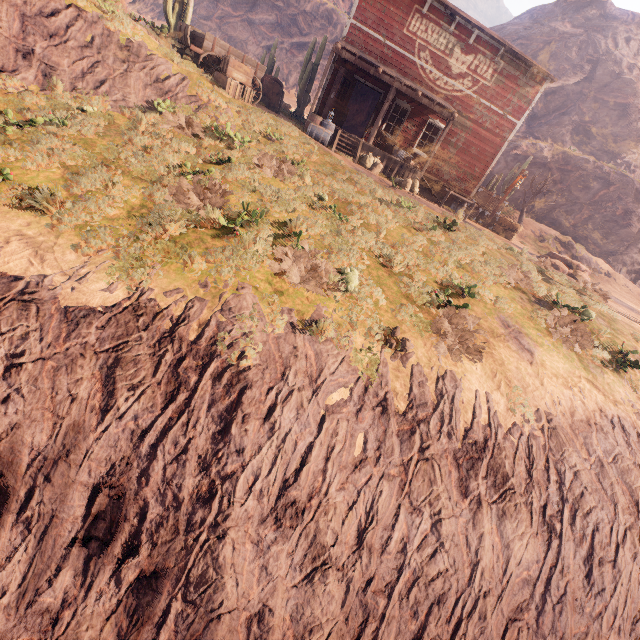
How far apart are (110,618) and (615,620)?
8.3m

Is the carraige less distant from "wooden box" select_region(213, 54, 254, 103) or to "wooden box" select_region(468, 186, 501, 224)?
"wooden box" select_region(213, 54, 254, 103)

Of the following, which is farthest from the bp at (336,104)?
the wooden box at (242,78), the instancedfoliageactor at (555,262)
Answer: the instancedfoliageactor at (555,262)

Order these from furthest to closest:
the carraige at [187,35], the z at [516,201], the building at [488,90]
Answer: the z at [516,201]
the building at [488,90]
the carraige at [187,35]

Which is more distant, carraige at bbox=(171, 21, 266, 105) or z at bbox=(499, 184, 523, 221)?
z at bbox=(499, 184, 523, 221)

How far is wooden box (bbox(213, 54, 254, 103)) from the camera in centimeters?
1210cm

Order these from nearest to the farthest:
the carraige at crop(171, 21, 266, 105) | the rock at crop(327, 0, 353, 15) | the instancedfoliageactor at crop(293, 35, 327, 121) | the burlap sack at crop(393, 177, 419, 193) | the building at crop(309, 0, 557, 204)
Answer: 1. the carraige at crop(171, 21, 266, 105)
2. the building at crop(309, 0, 557, 204)
3. the burlap sack at crop(393, 177, 419, 193)
4. the instancedfoliageactor at crop(293, 35, 327, 121)
5. the rock at crop(327, 0, 353, 15)

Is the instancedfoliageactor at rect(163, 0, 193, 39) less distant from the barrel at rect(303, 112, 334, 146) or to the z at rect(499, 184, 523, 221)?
the z at rect(499, 184, 523, 221)
